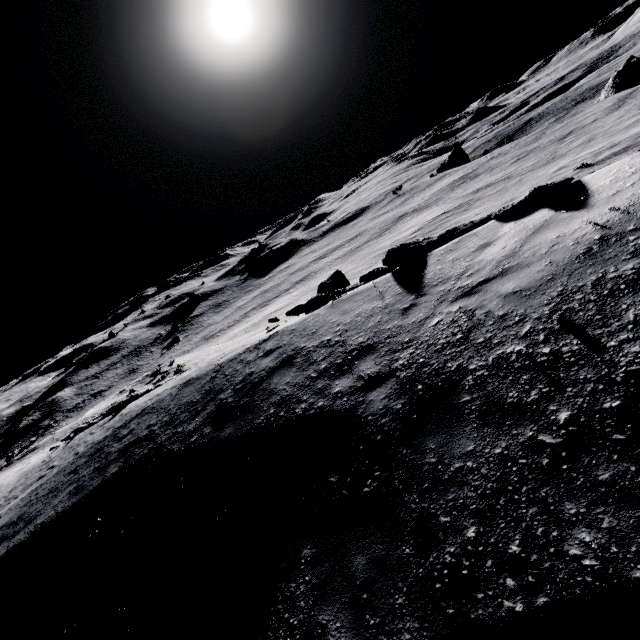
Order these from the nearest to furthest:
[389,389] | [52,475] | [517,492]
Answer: [517,492] → [389,389] → [52,475]
